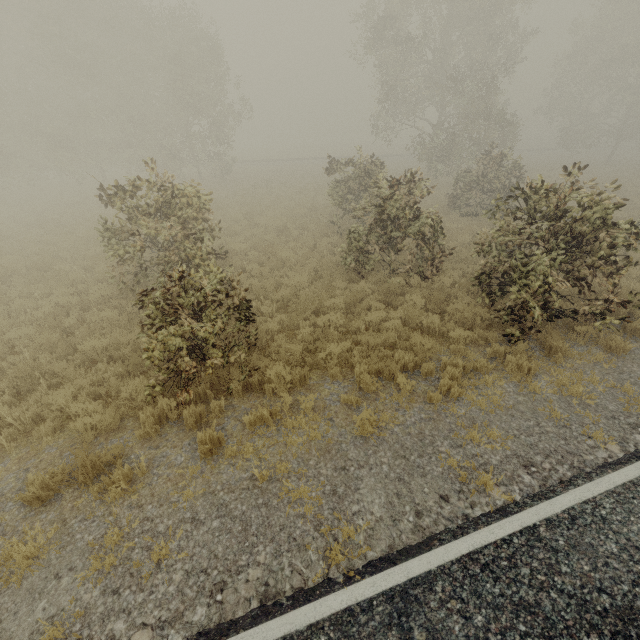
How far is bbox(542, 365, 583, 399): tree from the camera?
6.2 meters

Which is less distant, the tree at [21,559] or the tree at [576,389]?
the tree at [21,559]

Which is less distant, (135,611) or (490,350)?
(135,611)

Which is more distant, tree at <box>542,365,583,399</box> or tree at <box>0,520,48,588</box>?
tree at <box>542,365,583,399</box>

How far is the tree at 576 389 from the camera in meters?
6.2 m
